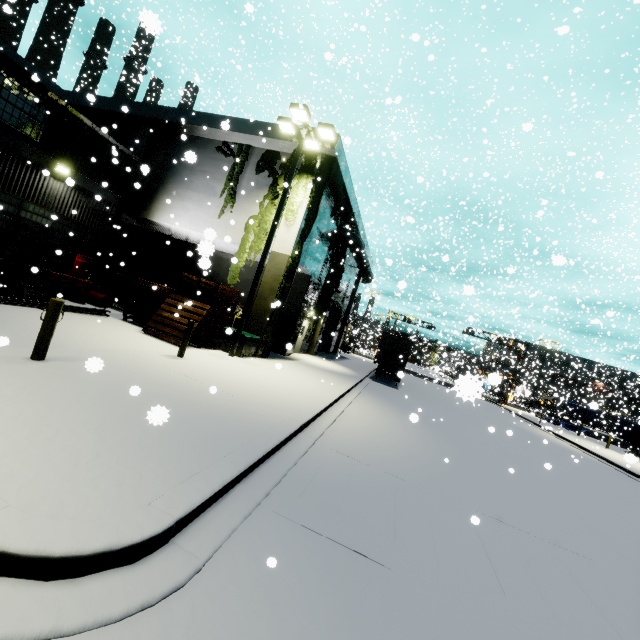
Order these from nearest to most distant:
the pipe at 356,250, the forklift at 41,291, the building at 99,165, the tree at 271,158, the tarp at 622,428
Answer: the forklift at 41,291 < the building at 99,165 < the tree at 271,158 < the pipe at 356,250 < the tarp at 622,428

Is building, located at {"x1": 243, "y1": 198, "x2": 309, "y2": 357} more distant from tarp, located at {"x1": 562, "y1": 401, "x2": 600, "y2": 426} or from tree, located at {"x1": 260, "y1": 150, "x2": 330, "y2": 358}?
tarp, located at {"x1": 562, "y1": 401, "x2": 600, "y2": 426}

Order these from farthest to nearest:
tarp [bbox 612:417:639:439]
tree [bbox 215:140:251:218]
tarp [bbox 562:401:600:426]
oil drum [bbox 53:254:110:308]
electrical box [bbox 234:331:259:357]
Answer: tarp [bbox 562:401:600:426] → tarp [bbox 612:417:639:439] → tree [bbox 215:140:251:218] → oil drum [bbox 53:254:110:308] → electrical box [bbox 234:331:259:357]

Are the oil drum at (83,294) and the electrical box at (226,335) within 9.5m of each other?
yes

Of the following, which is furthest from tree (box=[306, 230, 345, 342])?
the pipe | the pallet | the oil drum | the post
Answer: the post

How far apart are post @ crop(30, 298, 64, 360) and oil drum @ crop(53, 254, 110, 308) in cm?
1018

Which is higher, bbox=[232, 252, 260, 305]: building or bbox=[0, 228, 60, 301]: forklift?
bbox=[232, 252, 260, 305]: building

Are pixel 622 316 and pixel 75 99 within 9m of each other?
no
